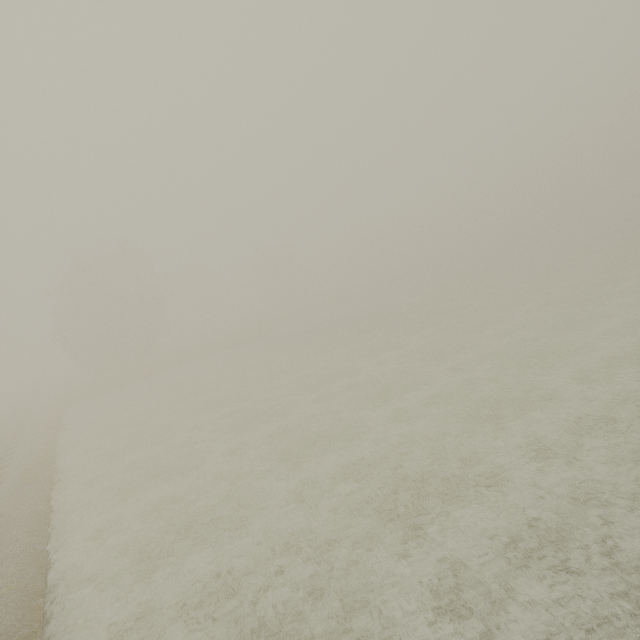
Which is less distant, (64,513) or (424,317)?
(64,513)
